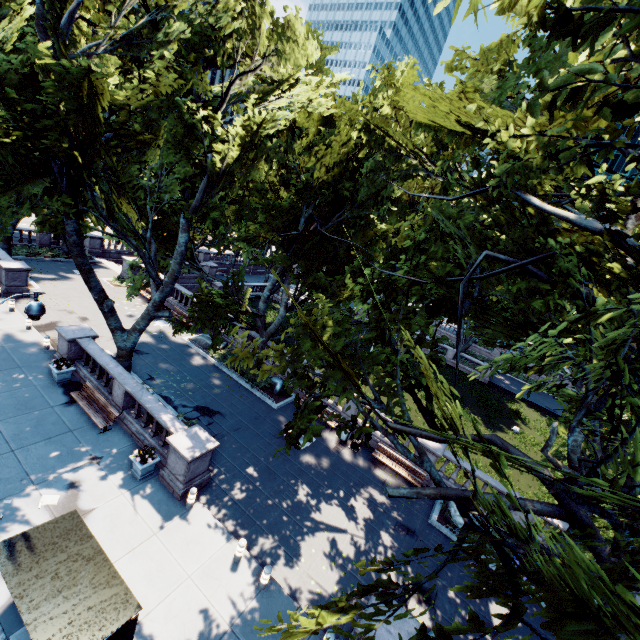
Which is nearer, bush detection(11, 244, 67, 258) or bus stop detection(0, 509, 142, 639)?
bus stop detection(0, 509, 142, 639)

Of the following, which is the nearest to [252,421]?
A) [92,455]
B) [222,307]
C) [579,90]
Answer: [222,307]

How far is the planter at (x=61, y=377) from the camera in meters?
15.7 m

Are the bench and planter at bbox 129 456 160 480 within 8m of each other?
yes

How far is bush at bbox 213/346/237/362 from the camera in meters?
22.5

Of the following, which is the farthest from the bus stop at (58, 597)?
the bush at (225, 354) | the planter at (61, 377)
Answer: the bush at (225, 354)

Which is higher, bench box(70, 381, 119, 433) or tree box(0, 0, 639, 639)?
tree box(0, 0, 639, 639)

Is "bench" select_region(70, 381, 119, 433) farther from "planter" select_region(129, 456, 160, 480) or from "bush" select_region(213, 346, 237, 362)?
"bush" select_region(213, 346, 237, 362)
